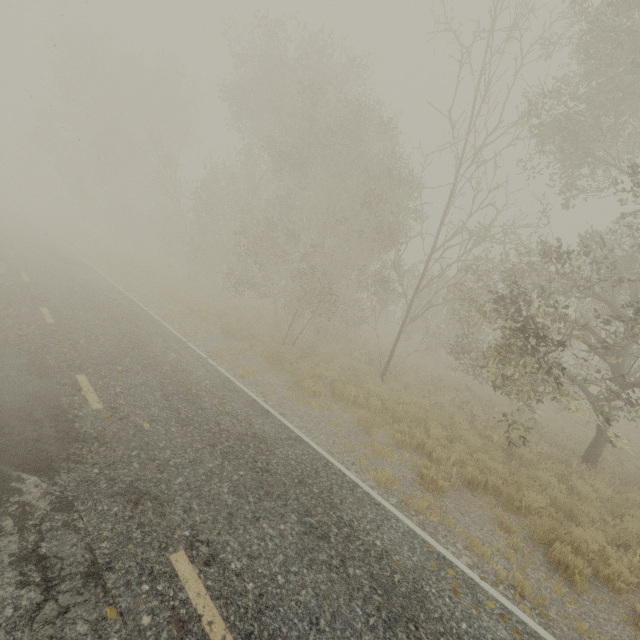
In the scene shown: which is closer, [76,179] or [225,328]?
[225,328]
